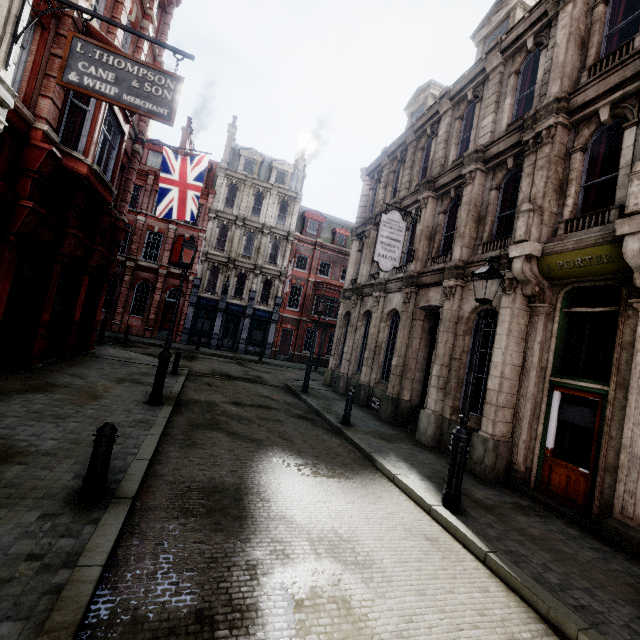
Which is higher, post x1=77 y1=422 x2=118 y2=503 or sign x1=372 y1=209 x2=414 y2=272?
sign x1=372 y1=209 x2=414 y2=272

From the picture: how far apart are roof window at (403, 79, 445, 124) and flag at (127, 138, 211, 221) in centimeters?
1058cm

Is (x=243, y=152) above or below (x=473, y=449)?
above

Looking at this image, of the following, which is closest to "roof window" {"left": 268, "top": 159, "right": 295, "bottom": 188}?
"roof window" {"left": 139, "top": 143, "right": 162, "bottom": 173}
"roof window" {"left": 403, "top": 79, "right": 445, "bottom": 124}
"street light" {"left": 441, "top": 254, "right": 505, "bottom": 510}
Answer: "roof window" {"left": 139, "top": 143, "right": 162, "bottom": 173}

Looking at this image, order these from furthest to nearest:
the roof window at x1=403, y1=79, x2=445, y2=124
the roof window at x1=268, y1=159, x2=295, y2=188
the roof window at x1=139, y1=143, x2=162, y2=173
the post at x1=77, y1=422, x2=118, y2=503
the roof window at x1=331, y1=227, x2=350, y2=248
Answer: the roof window at x1=331, y1=227, x2=350, y2=248 < the roof window at x1=268, y1=159, x2=295, y2=188 < the roof window at x1=139, y1=143, x2=162, y2=173 < the roof window at x1=403, y1=79, x2=445, y2=124 < the post at x1=77, y1=422, x2=118, y2=503

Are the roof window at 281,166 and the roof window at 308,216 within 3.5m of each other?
yes

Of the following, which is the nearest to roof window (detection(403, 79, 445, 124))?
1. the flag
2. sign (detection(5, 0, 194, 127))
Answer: the flag

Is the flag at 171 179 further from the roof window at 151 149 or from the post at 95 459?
the roof window at 151 149
